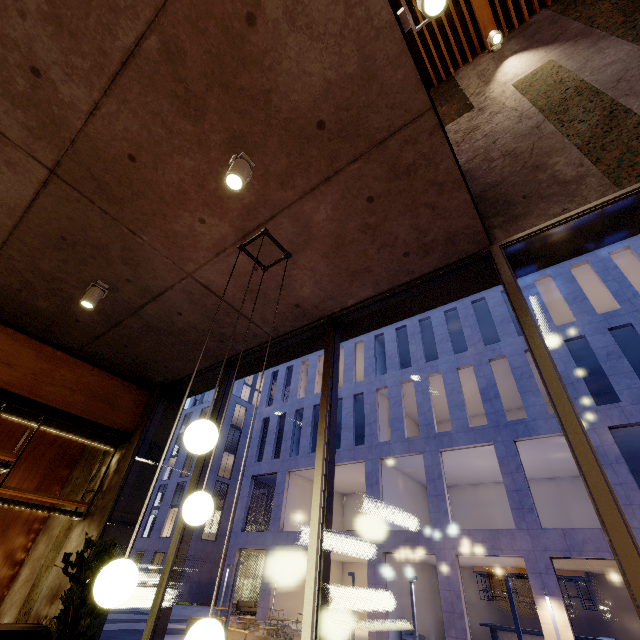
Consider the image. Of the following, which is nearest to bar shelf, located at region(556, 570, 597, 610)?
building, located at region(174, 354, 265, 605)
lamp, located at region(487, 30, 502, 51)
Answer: lamp, located at region(487, 30, 502, 51)

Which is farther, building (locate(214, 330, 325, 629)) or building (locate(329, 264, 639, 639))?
building (locate(214, 330, 325, 629))

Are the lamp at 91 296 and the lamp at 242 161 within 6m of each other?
yes

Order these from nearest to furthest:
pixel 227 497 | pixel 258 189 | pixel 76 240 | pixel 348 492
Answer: pixel 258 189, pixel 76 240, pixel 348 492, pixel 227 497

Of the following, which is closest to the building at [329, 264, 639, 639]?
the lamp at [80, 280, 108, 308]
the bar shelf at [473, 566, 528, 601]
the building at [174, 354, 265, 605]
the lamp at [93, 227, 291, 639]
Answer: the bar shelf at [473, 566, 528, 601]

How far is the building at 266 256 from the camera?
3.4m

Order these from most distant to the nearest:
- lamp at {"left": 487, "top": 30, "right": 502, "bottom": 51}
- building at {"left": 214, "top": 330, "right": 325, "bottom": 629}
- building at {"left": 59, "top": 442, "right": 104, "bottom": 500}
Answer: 1. building at {"left": 214, "top": 330, "right": 325, "bottom": 629}
2. building at {"left": 59, "top": 442, "right": 104, "bottom": 500}
3. lamp at {"left": 487, "top": 30, "right": 502, "bottom": 51}

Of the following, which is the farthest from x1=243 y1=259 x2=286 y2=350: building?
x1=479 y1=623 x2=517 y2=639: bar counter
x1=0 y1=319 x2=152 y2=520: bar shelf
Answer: x1=479 y1=623 x2=517 y2=639: bar counter
